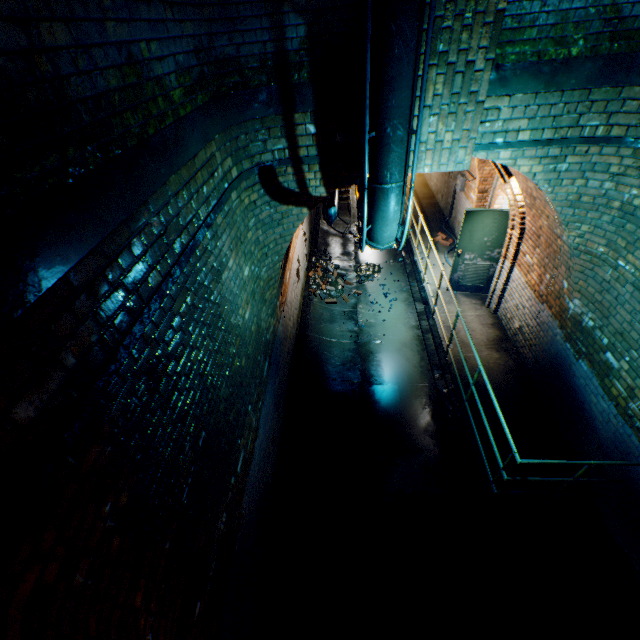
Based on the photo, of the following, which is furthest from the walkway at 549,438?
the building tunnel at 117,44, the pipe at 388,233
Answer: the pipe at 388,233

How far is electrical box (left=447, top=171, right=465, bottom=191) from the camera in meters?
8.9

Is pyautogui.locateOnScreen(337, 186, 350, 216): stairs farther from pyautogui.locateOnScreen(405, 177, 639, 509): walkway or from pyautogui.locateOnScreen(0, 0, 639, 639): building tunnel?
pyautogui.locateOnScreen(405, 177, 639, 509): walkway

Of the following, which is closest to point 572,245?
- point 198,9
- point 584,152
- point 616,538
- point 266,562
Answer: point 584,152

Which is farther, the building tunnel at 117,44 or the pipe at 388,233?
the pipe at 388,233

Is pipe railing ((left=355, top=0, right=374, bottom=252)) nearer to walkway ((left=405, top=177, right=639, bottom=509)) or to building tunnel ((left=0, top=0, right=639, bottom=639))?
building tunnel ((left=0, top=0, right=639, bottom=639))

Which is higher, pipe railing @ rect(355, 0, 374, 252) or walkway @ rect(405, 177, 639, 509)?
pipe railing @ rect(355, 0, 374, 252)

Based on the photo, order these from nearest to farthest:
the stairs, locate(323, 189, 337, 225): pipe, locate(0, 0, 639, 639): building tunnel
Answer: locate(0, 0, 639, 639): building tunnel
locate(323, 189, 337, 225): pipe
the stairs
